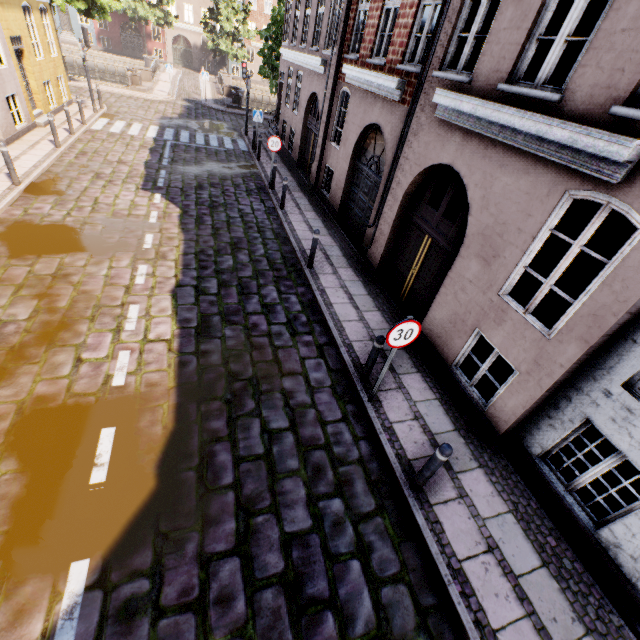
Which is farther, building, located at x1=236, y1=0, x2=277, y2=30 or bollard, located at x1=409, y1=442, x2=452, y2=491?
building, located at x1=236, y1=0, x2=277, y2=30

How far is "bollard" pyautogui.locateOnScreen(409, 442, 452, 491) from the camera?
4.0m

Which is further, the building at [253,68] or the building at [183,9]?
the building at [253,68]

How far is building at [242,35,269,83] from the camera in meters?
44.7

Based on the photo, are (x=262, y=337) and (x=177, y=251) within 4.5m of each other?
yes

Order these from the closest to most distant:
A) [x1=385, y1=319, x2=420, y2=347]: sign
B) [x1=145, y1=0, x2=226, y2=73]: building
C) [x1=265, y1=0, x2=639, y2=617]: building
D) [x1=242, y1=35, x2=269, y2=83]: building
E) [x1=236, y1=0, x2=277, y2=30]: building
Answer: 1. [x1=265, y1=0, x2=639, y2=617]: building
2. [x1=385, y1=319, x2=420, y2=347]: sign
3. [x1=145, y1=0, x2=226, y2=73]: building
4. [x1=236, y1=0, x2=277, y2=30]: building
5. [x1=242, y1=35, x2=269, y2=83]: building

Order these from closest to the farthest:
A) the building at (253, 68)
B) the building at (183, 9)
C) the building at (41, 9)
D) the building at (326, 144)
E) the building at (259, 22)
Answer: the building at (326, 144), the building at (41, 9), the building at (183, 9), the building at (259, 22), the building at (253, 68)

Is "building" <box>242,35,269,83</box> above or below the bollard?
above
